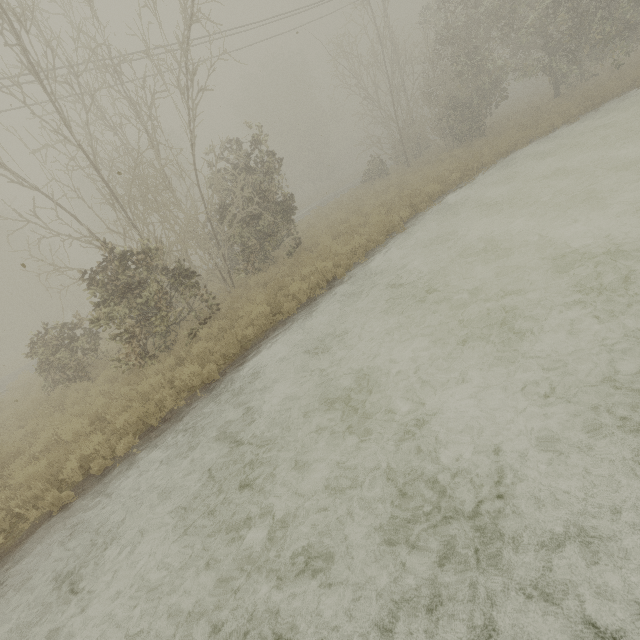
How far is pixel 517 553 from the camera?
2.9 meters
